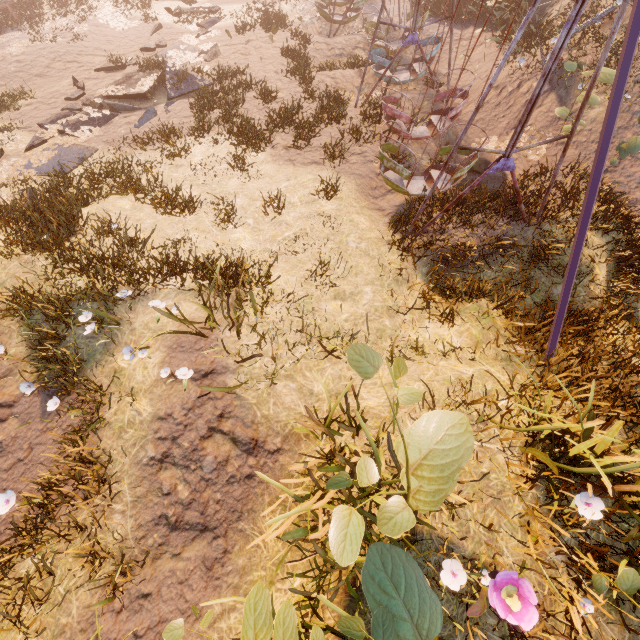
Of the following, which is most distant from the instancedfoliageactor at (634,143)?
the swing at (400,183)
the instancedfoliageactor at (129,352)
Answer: the instancedfoliageactor at (129,352)

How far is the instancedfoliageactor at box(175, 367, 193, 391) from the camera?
4.7m

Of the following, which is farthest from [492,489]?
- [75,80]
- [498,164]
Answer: [75,80]

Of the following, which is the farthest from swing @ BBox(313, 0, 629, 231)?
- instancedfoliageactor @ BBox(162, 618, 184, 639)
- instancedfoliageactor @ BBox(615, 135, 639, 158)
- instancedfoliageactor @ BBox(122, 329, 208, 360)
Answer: instancedfoliageactor @ BBox(162, 618, 184, 639)

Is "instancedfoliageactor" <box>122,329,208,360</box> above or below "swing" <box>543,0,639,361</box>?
below

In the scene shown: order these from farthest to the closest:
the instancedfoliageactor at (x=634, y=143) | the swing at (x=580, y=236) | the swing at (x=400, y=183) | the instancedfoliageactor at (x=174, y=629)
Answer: the instancedfoliageactor at (x=634, y=143) → the swing at (x=400, y=183) → the swing at (x=580, y=236) → the instancedfoliageactor at (x=174, y=629)

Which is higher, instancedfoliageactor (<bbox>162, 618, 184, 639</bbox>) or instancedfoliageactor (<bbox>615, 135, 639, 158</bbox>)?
instancedfoliageactor (<bbox>162, 618, 184, 639</bbox>)
